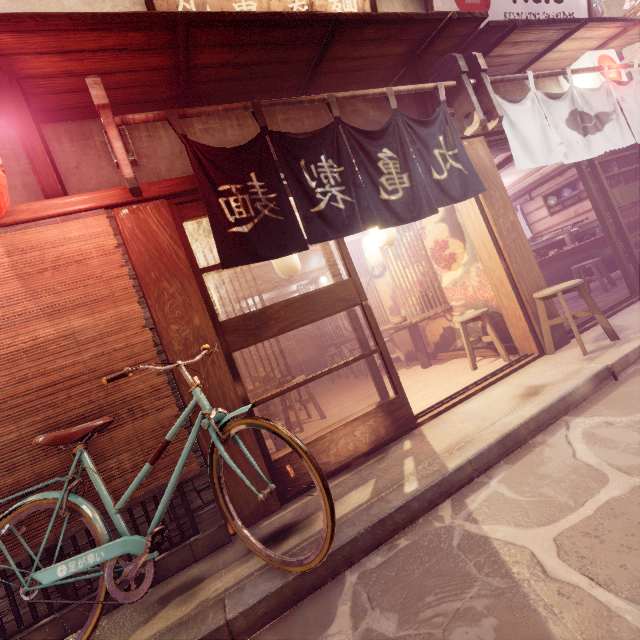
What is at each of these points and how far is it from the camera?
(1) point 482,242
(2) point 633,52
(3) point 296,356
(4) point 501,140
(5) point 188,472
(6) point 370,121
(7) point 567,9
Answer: (1) door frame, 7.4 meters
(2) wood base, 9.5 meters
(3) blind, 20.0 meters
(4) door frame, 8.0 meters
(5) blind, 4.6 meters
(6) house, 7.2 meters
(7) sign, 9.7 meters

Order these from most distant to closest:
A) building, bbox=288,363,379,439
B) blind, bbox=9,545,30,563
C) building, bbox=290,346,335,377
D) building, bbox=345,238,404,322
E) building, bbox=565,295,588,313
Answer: building, bbox=290,346,335,377 < building, bbox=345,238,404,322 < building, bbox=565,295,588,313 < building, bbox=288,363,379,439 < blind, bbox=9,545,30,563

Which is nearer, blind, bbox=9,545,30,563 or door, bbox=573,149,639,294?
blind, bbox=9,545,30,563

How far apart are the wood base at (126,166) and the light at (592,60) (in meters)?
11.96

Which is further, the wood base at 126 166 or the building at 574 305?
the building at 574 305

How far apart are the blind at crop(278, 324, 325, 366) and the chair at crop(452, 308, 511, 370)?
12.5m

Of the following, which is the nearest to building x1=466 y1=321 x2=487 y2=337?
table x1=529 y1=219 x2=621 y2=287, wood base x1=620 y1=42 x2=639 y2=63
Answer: table x1=529 y1=219 x2=621 y2=287

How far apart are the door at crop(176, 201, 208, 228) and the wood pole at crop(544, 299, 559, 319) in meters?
3.5 m
